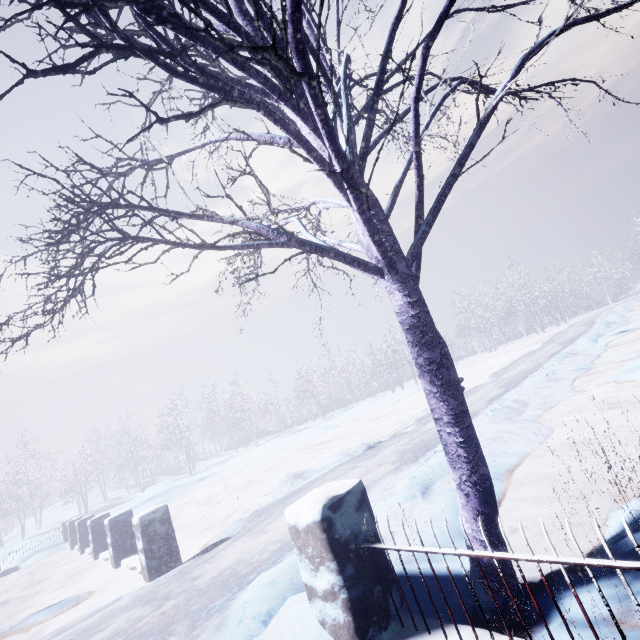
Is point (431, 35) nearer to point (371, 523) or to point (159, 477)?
point (371, 523)

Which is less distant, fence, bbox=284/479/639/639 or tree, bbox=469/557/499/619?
fence, bbox=284/479/639/639

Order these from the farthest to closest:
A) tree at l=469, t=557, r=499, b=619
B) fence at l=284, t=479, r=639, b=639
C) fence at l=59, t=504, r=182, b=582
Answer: fence at l=59, t=504, r=182, b=582 → tree at l=469, t=557, r=499, b=619 → fence at l=284, t=479, r=639, b=639

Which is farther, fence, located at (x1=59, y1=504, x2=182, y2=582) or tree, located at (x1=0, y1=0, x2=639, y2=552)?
fence, located at (x1=59, y1=504, x2=182, y2=582)

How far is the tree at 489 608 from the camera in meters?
1.9

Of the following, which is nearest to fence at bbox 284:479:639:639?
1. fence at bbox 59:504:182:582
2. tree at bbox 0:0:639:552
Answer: tree at bbox 0:0:639:552

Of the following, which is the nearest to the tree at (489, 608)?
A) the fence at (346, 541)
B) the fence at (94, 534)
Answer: the fence at (346, 541)
